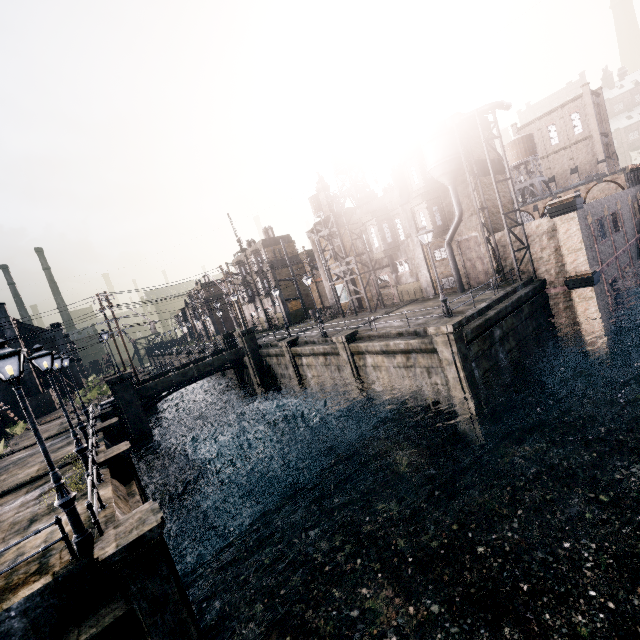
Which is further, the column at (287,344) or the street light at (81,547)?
the column at (287,344)

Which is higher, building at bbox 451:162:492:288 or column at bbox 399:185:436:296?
column at bbox 399:185:436:296

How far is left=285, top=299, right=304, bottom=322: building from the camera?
51.25m

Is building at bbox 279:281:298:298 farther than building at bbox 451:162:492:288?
Yes

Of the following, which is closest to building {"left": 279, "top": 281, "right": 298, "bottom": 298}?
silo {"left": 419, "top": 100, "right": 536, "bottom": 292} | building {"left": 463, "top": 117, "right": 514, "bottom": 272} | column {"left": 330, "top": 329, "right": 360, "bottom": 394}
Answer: building {"left": 463, "top": 117, "right": 514, "bottom": 272}

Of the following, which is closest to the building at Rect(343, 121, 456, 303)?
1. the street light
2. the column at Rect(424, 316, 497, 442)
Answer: the column at Rect(424, 316, 497, 442)

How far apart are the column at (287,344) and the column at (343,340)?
6.9m

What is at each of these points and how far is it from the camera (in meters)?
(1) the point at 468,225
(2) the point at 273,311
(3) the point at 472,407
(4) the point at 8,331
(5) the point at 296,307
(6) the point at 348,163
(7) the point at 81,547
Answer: (1) building, 27.38
(2) building, 53.53
(3) column, 17.20
(4) building, 43.41
(5) building, 52.03
(6) water tower, 40.41
(7) street light, 8.20
